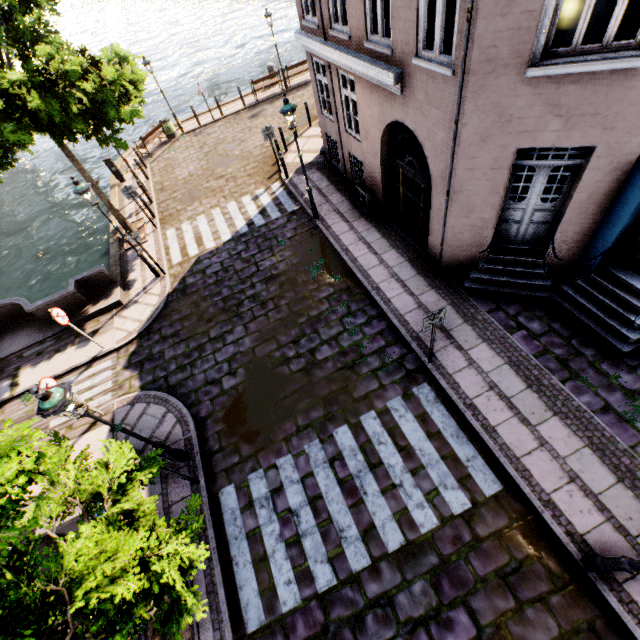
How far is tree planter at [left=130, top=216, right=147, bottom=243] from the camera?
13.3m

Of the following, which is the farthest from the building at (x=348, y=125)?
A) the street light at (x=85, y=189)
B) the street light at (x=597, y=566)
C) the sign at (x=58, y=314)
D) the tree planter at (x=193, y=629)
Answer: the sign at (x=58, y=314)

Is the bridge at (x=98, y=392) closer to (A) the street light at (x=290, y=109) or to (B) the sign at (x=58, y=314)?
(B) the sign at (x=58, y=314)

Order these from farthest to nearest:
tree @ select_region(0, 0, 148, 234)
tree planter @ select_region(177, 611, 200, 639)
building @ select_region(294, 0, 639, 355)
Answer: tree @ select_region(0, 0, 148, 234) → tree planter @ select_region(177, 611, 200, 639) → building @ select_region(294, 0, 639, 355)

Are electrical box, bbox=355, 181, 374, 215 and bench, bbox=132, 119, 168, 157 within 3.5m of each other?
no

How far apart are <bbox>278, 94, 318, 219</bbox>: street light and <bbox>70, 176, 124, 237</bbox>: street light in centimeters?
564cm

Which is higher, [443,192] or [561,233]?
[443,192]

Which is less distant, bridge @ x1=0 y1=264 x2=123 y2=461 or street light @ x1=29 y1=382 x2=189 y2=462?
street light @ x1=29 y1=382 x2=189 y2=462
